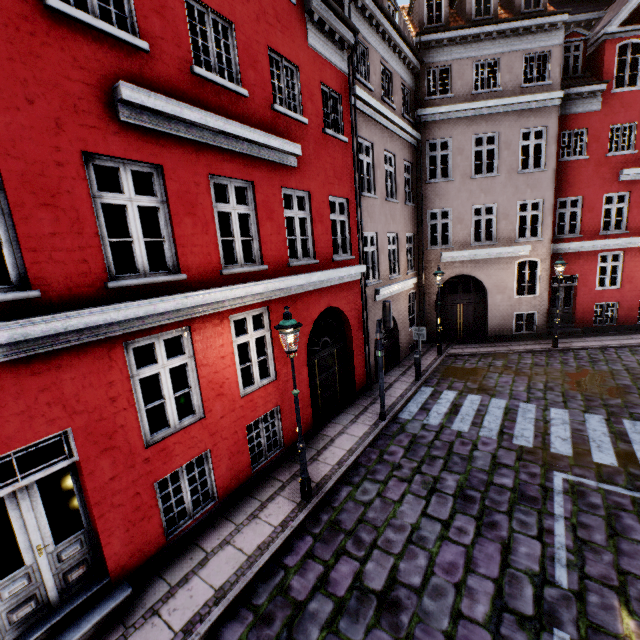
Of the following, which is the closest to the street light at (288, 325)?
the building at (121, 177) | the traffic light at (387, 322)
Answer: the building at (121, 177)

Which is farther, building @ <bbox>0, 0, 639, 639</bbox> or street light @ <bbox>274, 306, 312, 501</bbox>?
street light @ <bbox>274, 306, 312, 501</bbox>

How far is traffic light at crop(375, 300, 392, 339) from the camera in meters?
8.5 m

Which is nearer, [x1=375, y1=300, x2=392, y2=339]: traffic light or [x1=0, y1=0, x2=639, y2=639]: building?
[x1=0, y1=0, x2=639, y2=639]: building

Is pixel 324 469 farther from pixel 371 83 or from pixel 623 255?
pixel 623 255

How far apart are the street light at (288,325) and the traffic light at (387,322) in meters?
3.3

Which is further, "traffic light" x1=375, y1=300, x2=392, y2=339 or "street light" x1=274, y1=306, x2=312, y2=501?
"traffic light" x1=375, y1=300, x2=392, y2=339

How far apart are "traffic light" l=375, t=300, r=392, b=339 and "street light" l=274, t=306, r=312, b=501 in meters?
3.3
